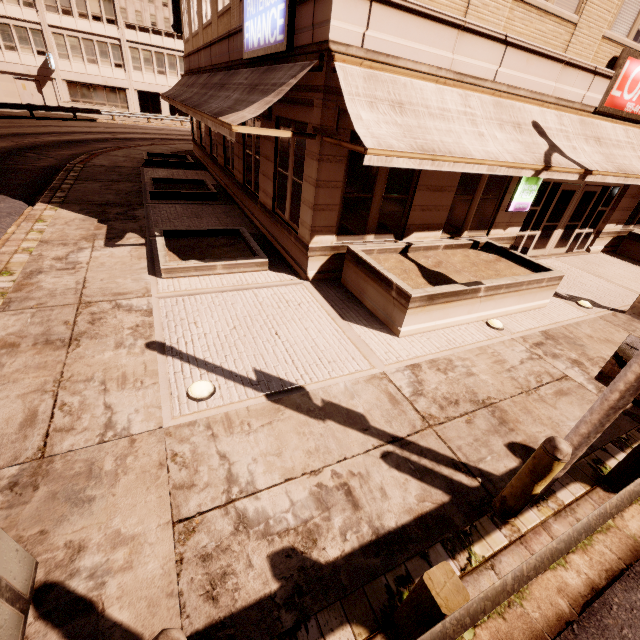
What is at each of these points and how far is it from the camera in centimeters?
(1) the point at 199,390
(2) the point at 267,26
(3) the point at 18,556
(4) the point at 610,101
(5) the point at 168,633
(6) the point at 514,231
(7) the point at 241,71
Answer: (1) recessed light, 460cm
(2) sign, 734cm
(3) traffic light, 258cm
(4) sign, 911cm
(5) bollard, 172cm
(6) building, 1071cm
(7) awning, 952cm

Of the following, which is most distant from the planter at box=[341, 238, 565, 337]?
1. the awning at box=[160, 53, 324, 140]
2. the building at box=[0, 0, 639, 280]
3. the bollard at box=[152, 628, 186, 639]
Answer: the bollard at box=[152, 628, 186, 639]

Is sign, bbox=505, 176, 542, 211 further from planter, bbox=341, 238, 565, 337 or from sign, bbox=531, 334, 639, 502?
sign, bbox=531, 334, 639, 502

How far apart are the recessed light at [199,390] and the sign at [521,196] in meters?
9.9

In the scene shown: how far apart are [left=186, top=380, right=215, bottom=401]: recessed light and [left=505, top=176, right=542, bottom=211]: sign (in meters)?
9.93

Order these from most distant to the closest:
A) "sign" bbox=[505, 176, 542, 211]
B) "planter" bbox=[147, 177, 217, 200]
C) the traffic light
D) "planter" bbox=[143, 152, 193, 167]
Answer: "planter" bbox=[143, 152, 193, 167] < "planter" bbox=[147, 177, 217, 200] < "sign" bbox=[505, 176, 542, 211] < the traffic light

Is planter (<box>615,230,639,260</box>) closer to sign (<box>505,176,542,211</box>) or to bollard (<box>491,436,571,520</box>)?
sign (<box>505,176,542,211</box>)

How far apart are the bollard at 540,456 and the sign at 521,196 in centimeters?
868cm
